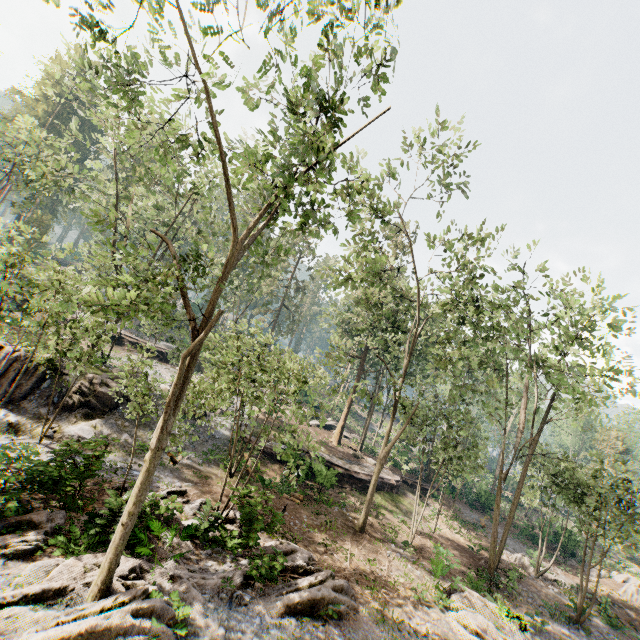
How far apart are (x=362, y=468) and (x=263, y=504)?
13.37m

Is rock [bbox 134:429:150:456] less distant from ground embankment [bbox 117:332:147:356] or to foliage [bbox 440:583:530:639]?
foliage [bbox 440:583:530:639]

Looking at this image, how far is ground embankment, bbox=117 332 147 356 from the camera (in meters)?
34.41

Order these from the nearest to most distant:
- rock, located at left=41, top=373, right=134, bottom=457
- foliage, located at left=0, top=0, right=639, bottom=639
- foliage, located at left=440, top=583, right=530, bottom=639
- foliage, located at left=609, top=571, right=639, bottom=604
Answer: foliage, located at left=0, top=0, right=639, bottom=639
foliage, located at left=440, top=583, right=530, bottom=639
rock, located at left=41, top=373, right=134, bottom=457
foliage, located at left=609, top=571, right=639, bottom=604

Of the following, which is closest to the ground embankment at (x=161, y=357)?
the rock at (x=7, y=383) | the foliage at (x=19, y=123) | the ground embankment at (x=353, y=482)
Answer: the foliage at (x=19, y=123)

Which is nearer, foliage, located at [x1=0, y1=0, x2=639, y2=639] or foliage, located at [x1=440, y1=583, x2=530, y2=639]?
foliage, located at [x1=0, y1=0, x2=639, y2=639]

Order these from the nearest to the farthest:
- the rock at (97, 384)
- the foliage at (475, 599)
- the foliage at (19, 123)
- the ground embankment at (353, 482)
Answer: the foliage at (19, 123) < the foliage at (475, 599) < the rock at (97, 384) < the ground embankment at (353, 482)

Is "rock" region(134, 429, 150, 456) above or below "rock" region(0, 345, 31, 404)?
below
